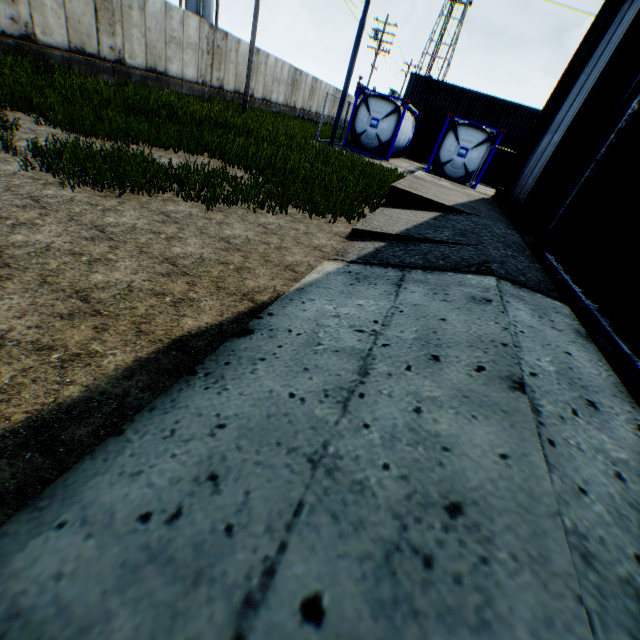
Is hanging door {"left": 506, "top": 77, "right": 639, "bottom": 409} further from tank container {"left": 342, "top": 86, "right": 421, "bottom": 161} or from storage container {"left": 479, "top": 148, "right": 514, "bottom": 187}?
storage container {"left": 479, "top": 148, "right": 514, "bottom": 187}

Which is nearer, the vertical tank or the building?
the building

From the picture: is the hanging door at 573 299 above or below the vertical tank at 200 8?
below

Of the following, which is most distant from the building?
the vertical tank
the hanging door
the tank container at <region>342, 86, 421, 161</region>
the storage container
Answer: the vertical tank

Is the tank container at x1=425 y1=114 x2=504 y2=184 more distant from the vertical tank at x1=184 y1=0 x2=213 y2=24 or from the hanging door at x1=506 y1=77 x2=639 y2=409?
the vertical tank at x1=184 y1=0 x2=213 y2=24

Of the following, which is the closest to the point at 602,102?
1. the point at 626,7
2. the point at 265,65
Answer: the point at 626,7

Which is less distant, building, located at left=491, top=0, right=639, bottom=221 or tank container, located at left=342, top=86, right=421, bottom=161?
building, located at left=491, top=0, right=639, bottom=221

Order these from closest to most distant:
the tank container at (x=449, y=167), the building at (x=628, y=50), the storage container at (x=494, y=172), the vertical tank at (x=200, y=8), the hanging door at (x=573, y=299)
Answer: the hanging door at (x=573, y=299) < the building at (x=628, y=50) < the tank container at (x=449, y=167) < the storage container at (x=494, y=172) < the vertical tank at (x=200, y=8)
